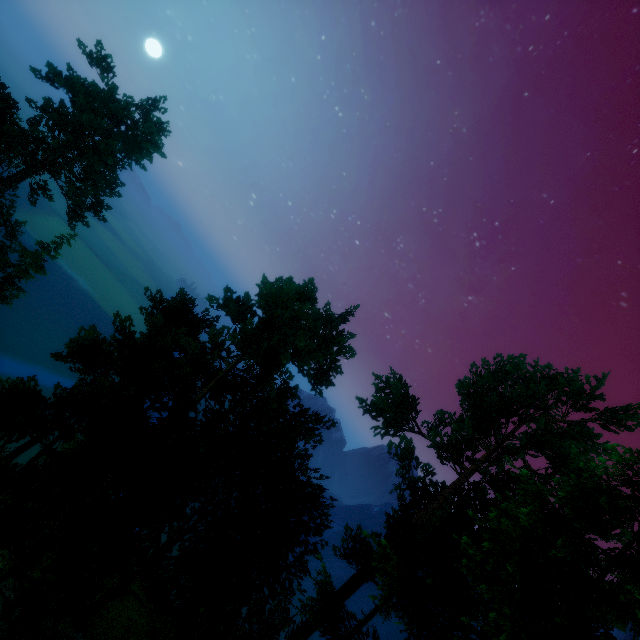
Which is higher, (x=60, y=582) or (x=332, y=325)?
(x=332, y=325)

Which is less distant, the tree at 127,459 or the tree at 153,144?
the tree at 127,459

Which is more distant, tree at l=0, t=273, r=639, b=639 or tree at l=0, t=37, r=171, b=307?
tree at l=0, t=37, r=171, b=307
